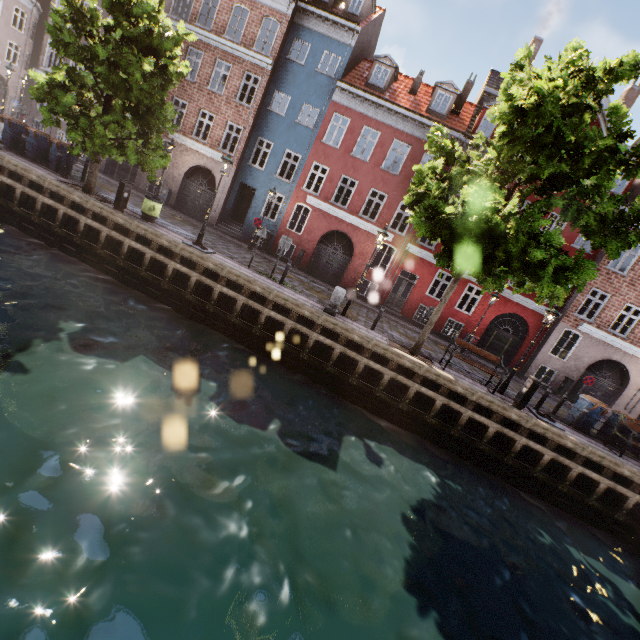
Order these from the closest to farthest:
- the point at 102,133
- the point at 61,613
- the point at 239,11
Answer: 1. the point at 61,613
2. the point at 102,133
3. the point at 239,11

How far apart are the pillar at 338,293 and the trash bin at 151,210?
8.25m

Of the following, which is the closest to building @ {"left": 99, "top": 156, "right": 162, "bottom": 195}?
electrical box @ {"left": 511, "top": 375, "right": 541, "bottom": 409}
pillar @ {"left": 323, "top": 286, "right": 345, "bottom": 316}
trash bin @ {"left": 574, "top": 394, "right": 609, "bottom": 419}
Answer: trash bin @ {"left": 574, "top": 394, "right": 609, "bottom": 419}

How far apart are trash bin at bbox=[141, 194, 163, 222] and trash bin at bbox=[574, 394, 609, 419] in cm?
1945

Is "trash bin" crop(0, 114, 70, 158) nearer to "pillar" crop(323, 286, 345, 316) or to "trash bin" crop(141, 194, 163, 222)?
"trash bin" crop(141, 194, 163, 222)

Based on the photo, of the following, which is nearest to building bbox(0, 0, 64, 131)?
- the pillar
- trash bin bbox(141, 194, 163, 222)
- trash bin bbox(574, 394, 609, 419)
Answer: trash bin bbox(574, 394, 609, 419)

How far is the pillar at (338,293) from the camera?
12.3m

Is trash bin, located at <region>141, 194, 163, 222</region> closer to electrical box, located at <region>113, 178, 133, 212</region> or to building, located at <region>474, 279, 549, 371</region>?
electrical box, located at <region>113, 178, 133, 212</region>
